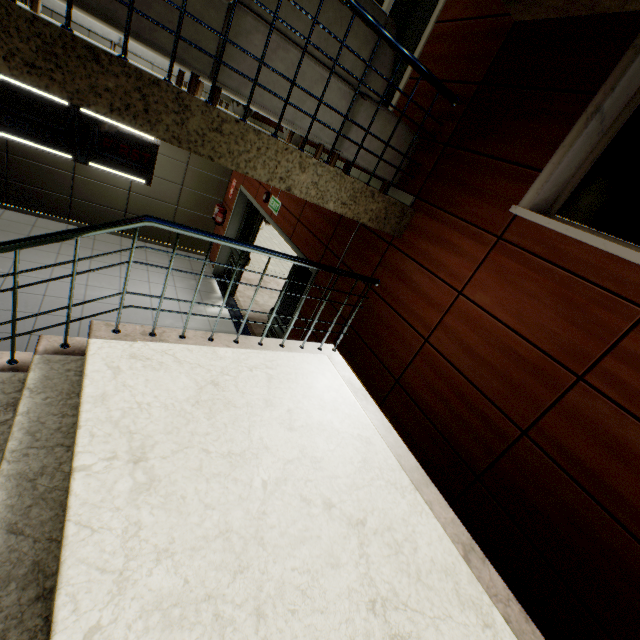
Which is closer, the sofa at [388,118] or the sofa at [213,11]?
the sofa at [213,11]

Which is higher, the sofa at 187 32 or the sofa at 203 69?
the sofa at 187 32

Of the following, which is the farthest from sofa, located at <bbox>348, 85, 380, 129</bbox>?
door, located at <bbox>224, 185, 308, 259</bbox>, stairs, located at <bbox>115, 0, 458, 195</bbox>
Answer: door, located at <bbox>224, 185, 308, 259</bbox>

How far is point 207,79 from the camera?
2.3 meters

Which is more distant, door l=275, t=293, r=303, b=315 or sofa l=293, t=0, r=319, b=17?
door l=275, t=293, r=303, b=315

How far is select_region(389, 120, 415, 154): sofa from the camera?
2.92m

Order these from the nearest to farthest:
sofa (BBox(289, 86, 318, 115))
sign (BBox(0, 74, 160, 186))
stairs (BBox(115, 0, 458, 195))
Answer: stairs (BBox(115, 0, 458, 195)) < sofa (BBox(289, 86, 318, 115)) < sign (BBox(0, 74, 160, 186))
